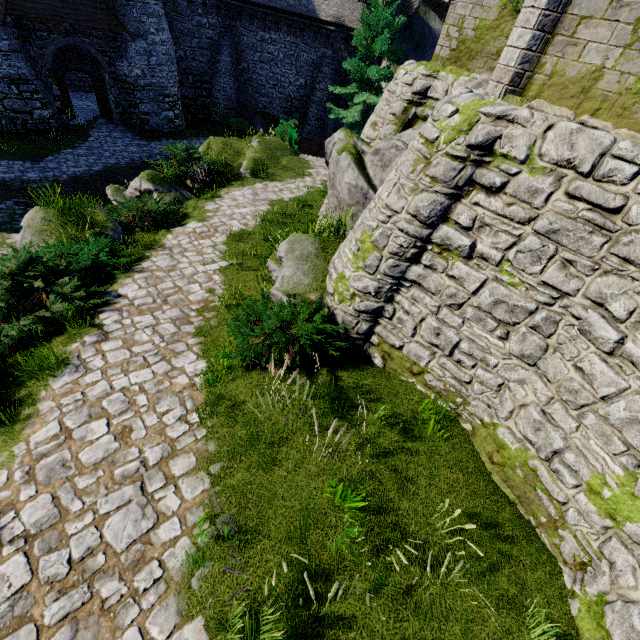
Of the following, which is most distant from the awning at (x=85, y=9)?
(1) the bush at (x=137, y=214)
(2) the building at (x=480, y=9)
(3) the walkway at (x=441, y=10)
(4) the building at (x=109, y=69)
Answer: (3) the walkway at (x=441, y=10)

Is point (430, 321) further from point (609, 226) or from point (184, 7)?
point (184, 7)

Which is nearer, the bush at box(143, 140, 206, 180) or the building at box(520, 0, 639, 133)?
the building at box(520, 0, 639, 133)

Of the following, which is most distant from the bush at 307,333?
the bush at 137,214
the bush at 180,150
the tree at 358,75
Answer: the tree at 358,75

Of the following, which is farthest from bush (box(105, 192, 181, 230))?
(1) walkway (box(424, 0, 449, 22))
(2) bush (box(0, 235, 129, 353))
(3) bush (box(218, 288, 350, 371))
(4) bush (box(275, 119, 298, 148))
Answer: (1) walkway (box(424, 0, 449, 22))

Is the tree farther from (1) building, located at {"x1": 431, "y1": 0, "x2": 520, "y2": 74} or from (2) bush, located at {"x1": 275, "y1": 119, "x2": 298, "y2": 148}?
(1) building, located at {"x1": 431, "y1": 0, "x2": 520, "y2": 74}

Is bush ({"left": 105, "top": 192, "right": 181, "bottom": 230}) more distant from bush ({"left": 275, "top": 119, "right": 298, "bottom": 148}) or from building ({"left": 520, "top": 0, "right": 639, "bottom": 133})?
bush ({"left": 275, "top": 119, "right": 298, "bottom": 148})

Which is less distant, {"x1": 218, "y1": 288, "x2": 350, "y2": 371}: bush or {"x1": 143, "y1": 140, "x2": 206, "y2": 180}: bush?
{"x1": 218, "y1": 288, "x2": 350, "y2": 371}: bush
